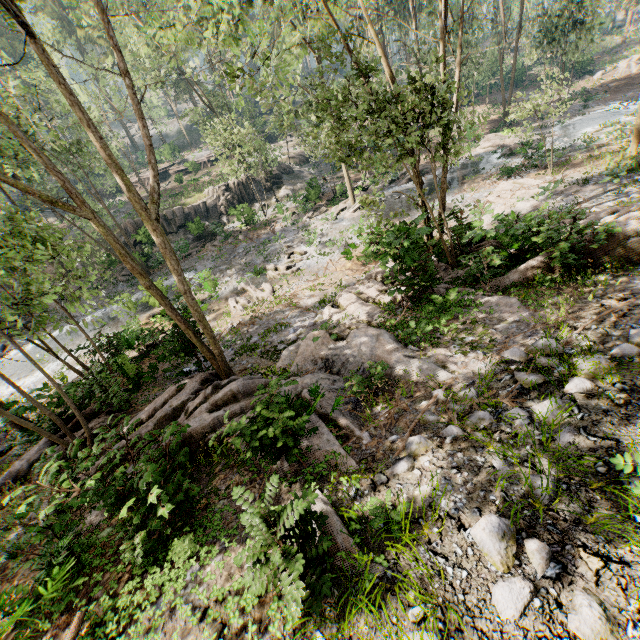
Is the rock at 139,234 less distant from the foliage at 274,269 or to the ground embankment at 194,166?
the foliage at 274,269

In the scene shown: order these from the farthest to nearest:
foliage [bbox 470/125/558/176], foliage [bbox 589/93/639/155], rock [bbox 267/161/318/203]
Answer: rock [bbox 267/161/318/203], foliage [bbox 470/125/558/176], foliage [bbox 589/93/639/155]

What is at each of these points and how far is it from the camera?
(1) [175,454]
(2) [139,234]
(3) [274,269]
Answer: (1) foliage, 6.8 meters
(2) rock, 30.4 meters
(3) foliage, 22.7 meters

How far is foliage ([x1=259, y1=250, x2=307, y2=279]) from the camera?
21.81m

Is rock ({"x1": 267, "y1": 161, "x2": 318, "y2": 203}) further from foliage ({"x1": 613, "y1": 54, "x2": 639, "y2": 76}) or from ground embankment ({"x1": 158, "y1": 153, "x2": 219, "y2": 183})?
ground embankment ({"x1": 158, "y1": 153, "x2": 219, "y2": 183})

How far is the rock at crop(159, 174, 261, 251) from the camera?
30.7m

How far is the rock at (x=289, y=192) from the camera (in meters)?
36.03
